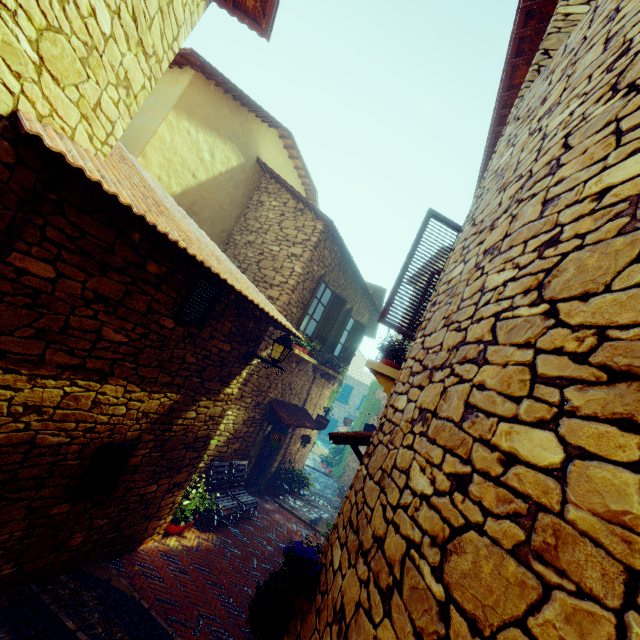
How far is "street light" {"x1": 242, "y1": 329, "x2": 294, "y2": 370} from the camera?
5.79m

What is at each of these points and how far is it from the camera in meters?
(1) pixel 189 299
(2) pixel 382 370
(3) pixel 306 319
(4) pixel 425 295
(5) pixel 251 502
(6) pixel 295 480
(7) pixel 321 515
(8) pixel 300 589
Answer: (1) window, 4.4
(2) window sill, 3.8
(3) window, 8.9
(4) window, 5.6
(5) bench, 7.8
(6) flower pot, 10.2
(7) stair, 10.5
(8) flower pot, 2.5

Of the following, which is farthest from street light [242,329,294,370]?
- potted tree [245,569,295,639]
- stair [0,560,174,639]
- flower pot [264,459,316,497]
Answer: flower pot [264,459,316,497]

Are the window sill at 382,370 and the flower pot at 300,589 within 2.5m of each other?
yes

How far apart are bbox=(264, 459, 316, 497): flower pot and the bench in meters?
1.7 m

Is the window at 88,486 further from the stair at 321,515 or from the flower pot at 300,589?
the stair at 321,515

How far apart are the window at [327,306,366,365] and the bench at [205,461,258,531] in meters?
3.9 m

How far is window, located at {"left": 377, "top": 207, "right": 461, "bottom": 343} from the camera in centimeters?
395cm
